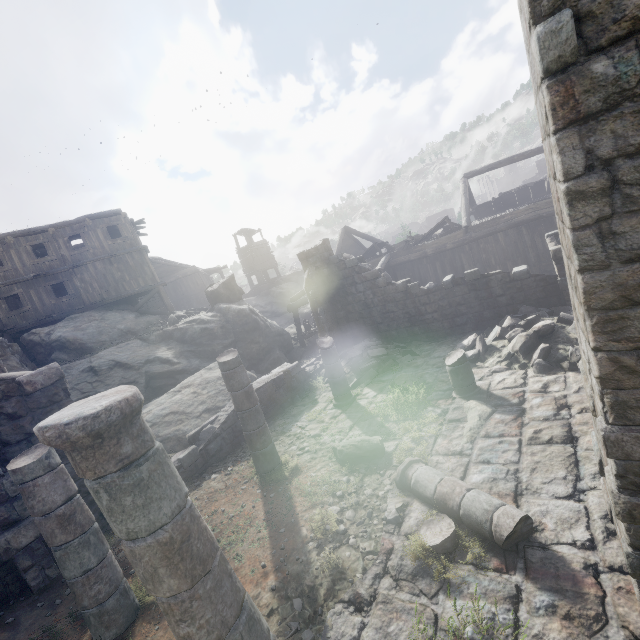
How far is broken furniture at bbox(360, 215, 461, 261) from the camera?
18.8 meters

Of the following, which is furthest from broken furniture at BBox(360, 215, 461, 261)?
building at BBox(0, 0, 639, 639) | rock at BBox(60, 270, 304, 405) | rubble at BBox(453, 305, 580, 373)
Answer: rubble at BBox(453, 305, 580, 373)

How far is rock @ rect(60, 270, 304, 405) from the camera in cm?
1525

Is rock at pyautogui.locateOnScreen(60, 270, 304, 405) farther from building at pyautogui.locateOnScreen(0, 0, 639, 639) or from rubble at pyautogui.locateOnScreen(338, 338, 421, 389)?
rubble at pyautogui.locateOnScreen(338, 338, 421, 389)

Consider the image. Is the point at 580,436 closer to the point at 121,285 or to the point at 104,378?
the point at 104,378

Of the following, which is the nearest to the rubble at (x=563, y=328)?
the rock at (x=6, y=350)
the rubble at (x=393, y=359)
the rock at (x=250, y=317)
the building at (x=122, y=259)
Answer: the building at (x=122, y=259)

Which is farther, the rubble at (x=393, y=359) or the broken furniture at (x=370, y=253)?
the broken furniture at (x=370, y=253)

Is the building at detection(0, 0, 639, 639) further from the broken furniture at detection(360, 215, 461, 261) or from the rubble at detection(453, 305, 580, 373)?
the broken furniture at detection(360, 215, 461, 261)
